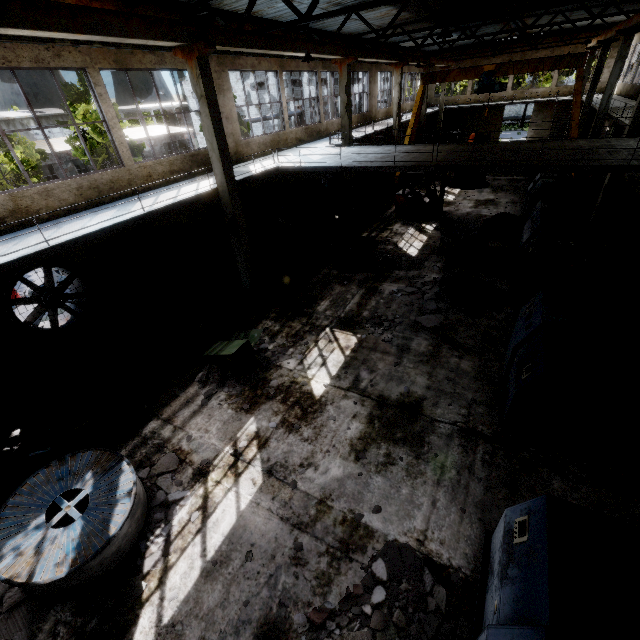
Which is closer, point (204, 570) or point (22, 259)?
point (204, 570)

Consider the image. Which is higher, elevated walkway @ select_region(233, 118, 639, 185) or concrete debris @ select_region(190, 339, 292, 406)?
elevated walkway @ select_region(233, 118, 639, 185)

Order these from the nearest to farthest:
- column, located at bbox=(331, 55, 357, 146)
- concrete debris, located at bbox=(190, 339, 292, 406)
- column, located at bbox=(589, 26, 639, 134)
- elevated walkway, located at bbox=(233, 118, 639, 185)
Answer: concrete debris, located at bbox=(190, 339, 292, 406)
elevated walkway, located at bbox=(233, 118, 639, 185)
column, located at bbox=(331, 55, 357, 146)
column, located at bbox=(589, 26, 639, 134)

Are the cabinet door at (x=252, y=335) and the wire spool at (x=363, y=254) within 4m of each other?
no

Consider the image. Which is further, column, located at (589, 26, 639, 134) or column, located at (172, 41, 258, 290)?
column, located at (589, 26, 639, 134)

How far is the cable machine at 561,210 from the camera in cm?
1107

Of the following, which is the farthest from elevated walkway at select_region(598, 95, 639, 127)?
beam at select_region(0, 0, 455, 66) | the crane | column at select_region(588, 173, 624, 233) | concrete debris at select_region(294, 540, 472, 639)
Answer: concrete debris at select_region(294, 540, 472, 639)

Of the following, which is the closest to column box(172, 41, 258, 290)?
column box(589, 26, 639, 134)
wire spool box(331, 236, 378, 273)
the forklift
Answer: wire spool box(331, 236, 378, 273)
